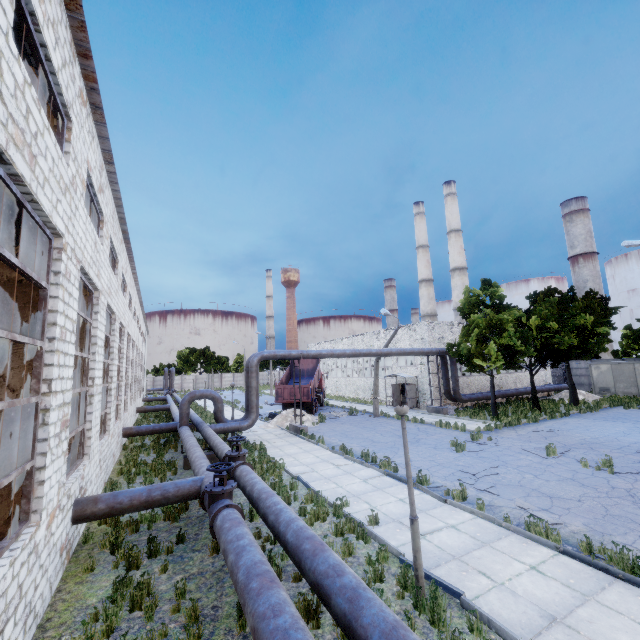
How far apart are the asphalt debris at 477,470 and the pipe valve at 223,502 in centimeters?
776cm

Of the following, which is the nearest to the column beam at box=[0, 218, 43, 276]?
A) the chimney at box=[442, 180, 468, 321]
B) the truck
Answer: the truck

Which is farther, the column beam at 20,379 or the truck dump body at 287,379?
the truck dump body at 287,379

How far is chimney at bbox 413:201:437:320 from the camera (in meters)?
54.75

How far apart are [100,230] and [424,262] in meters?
52.6

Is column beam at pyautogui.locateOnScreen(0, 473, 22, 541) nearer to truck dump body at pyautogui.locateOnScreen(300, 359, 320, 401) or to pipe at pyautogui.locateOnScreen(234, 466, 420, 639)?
pipe at pyautogui.locateOnScreen(234, 466, 420, 639)

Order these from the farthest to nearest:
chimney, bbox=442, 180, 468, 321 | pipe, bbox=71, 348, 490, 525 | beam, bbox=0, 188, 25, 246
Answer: chimney, bbox=442, 180, 468, 321 < pipe, bbox=71, 348, 490, 525 < beam, bbox=0, 188, 25, 246

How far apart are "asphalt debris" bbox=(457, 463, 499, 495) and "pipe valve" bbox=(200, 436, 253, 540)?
7.8 meters
